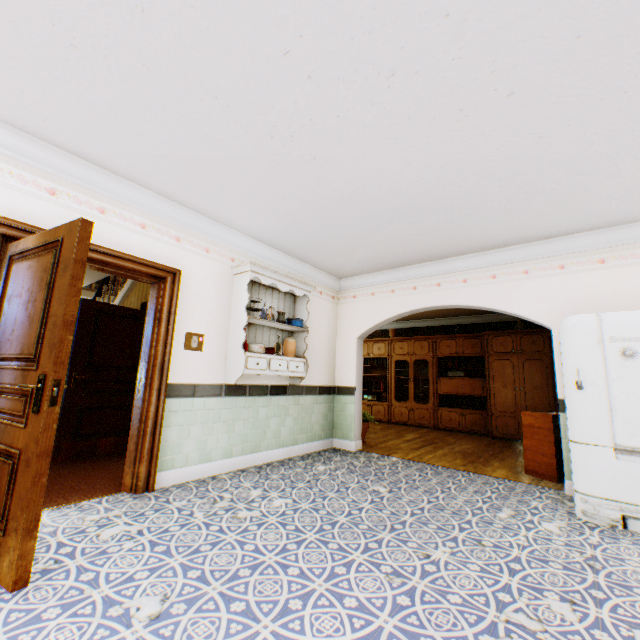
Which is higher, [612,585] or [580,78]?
[580,78]

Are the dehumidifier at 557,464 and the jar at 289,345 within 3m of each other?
no

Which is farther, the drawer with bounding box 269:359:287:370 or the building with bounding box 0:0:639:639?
the drawer with bounding box 269:359:287:370

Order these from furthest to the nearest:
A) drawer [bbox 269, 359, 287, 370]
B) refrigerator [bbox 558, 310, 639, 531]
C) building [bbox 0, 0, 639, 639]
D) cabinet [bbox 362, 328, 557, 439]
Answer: cabinet [bbox 362, 328, 557, 439], drawer [bbox 269, 359, 287, 370], refrigerator [bbox 558, 310, 639, 531], building [bbox 0, 0, 639, 639]

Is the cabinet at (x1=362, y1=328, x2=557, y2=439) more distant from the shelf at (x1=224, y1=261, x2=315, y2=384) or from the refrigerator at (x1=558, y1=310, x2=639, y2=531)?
the shelf at (x1=224, y1=261, x2=315, y2=384)

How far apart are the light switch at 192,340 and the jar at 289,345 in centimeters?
130cm

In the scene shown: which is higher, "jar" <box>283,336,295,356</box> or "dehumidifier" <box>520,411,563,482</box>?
"jar" <box>283,336,295,356</box>

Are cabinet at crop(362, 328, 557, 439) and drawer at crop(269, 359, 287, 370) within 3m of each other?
no
